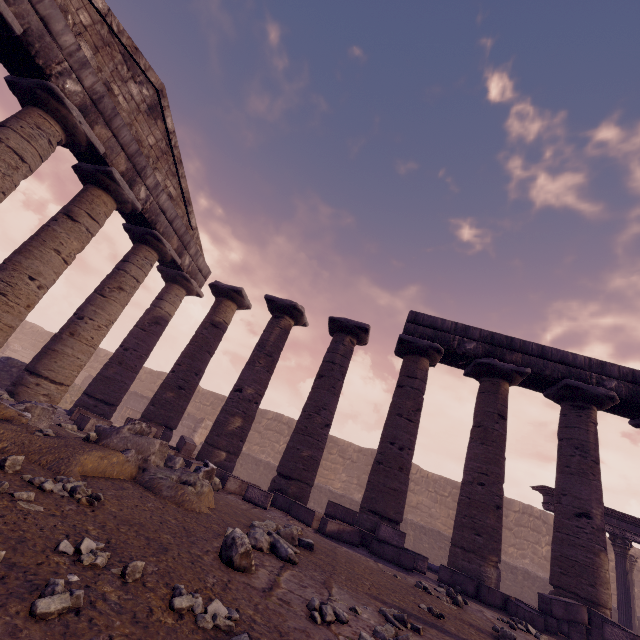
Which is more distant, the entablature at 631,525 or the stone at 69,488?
the entablature at 631,525

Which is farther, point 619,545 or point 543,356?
point 619,545

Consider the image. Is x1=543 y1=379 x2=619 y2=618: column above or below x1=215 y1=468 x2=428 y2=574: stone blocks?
above

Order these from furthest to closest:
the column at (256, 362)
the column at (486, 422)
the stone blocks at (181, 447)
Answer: the column at (256, 362)
the column at (486, 422)
the stone blocks at (181, 447)

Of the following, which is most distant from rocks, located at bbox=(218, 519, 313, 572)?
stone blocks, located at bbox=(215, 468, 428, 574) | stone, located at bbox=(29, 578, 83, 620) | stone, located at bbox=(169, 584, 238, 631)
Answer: stone blocks, located at bbox=(215, 468, 428, 574)

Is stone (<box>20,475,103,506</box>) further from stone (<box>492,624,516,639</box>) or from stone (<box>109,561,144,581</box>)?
stone (<box>492,624,516,639</box>)

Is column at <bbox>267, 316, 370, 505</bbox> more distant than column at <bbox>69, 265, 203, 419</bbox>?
No

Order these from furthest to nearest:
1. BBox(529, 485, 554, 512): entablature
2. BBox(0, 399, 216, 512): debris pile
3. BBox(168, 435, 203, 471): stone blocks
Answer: BBox(529, 485, 554, 512): entablature → BBox(168, 435, 203, 471): stone blocks → BBox(0, 399, 216, 512): debris pile
